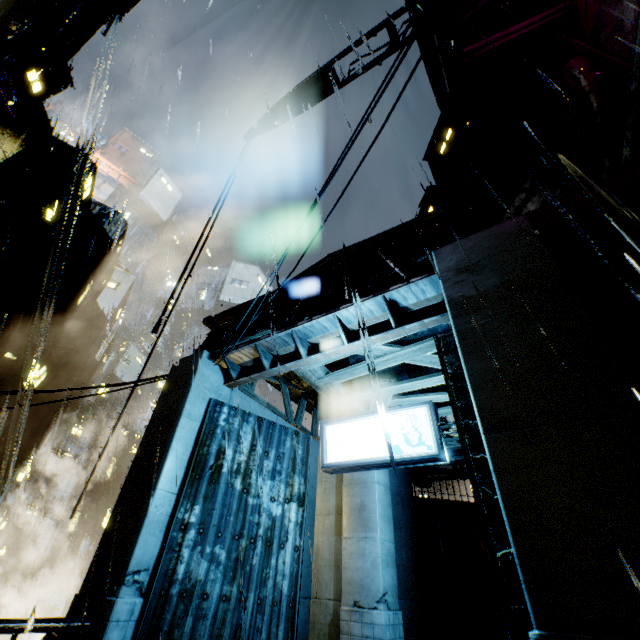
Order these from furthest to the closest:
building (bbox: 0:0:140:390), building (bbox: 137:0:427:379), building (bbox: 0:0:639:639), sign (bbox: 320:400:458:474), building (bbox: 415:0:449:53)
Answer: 1. building (bbox: 0:0:140:390)
2. building (bbox: 137:0:427:379)
3. building (bbox: 415:0:449:53)
4. sign (bbox: 320:400:458:474)
5. building (bbox: 0:0:639:639)

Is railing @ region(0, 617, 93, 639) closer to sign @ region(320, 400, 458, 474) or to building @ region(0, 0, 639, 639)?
building @ region(0, 0, 639, 639)

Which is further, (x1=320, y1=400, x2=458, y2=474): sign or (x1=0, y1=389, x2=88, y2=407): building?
(x1=0, y1=389, x2=88, y2=407): building

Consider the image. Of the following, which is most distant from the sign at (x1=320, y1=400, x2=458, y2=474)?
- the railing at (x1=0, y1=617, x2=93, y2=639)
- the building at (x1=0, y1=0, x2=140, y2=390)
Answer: the railing at (x1=0, y1=617, x2=93, y2=639)

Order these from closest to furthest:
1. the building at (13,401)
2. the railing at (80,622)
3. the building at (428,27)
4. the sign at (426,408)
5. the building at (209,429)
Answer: the railing at (80,622) → the building at (209,429) → the sign at (426,408) → the building at (428,27) → the building at (13,401)

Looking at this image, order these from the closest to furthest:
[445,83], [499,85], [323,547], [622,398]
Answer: [622,398]
[323,547]
[499,85]
[445,83]

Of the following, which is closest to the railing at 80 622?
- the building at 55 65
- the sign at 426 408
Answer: the building at 55 65

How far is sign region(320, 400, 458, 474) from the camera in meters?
6.3
